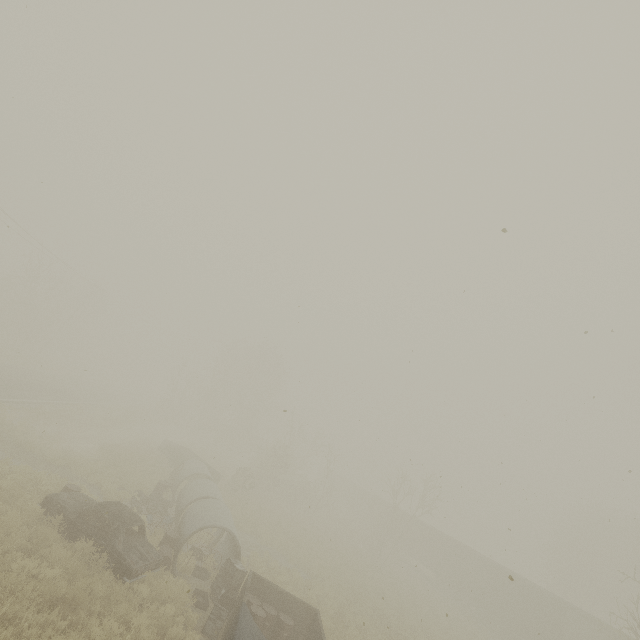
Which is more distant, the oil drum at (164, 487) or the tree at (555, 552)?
the tree at (555, 552)

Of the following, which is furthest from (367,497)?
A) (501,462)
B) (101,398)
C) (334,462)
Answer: (501,462)

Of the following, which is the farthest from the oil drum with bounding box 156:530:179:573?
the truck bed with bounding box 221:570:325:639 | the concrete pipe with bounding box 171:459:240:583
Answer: the truck bed with bounding box 221:570:325:639

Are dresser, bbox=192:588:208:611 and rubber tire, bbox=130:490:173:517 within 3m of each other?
no

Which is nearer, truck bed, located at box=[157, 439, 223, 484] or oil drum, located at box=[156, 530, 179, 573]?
oil drum, located at box=[156, 530, 179, 573]

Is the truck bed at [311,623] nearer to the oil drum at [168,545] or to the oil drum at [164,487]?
the oil drum at [168,545]

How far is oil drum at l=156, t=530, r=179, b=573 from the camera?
11.4 meters

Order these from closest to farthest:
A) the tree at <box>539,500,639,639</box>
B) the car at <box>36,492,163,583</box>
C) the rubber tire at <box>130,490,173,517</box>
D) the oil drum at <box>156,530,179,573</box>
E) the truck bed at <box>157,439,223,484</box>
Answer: the car at <box>36,492,163,583</box> → the oil drum at <box>156,530,179,573</box> → the rubber tire at <box>130,490,173,517</box> → the truck bed at <box>157,439,223,484</box> → the tree at <box>539,500,639,639</box>
